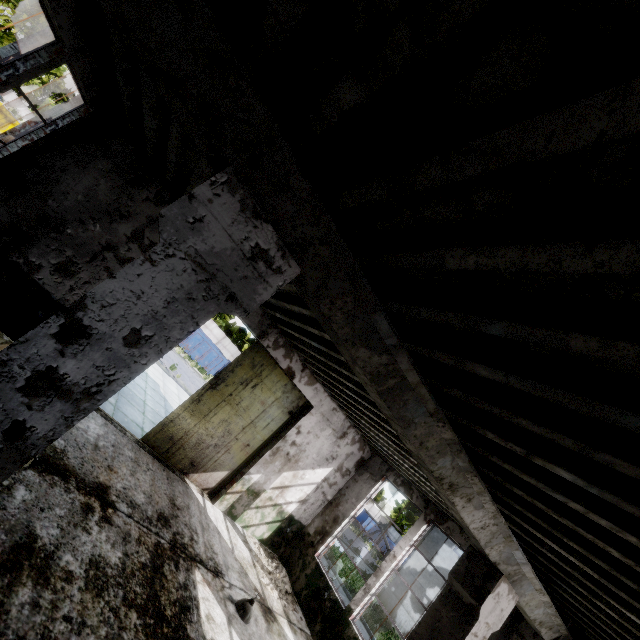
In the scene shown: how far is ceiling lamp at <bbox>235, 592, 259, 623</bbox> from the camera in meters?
6.2 m

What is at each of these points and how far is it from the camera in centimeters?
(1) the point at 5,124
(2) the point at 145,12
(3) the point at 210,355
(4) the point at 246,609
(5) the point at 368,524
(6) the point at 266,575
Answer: (1) garbage container, 1992cm
(2) column beam, 179cm
(3) garbage container, 2817cm
(4) ceiling lamp, 626cm
(5) garbage container, 4019cm
(6) concrete debris, 850cm

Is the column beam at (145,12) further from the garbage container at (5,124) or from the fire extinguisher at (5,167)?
the garbage container at (5,124)

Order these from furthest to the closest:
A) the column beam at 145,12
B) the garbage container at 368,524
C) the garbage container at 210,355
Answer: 1. the garbage container at 368,524
2. the garbage container at 210,355
3. the column beam at 145,12

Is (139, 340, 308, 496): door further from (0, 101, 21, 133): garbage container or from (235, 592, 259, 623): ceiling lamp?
(0, 101, 21, 133): garbage container

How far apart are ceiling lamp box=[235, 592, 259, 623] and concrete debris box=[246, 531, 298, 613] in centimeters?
232cm

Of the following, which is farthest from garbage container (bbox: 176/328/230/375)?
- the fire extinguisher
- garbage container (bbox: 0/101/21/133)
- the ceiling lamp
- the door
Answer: the ceiling lamp

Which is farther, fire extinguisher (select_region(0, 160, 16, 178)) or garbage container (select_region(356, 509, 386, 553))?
garbage container (select_region(356, 509, 386, 553))
